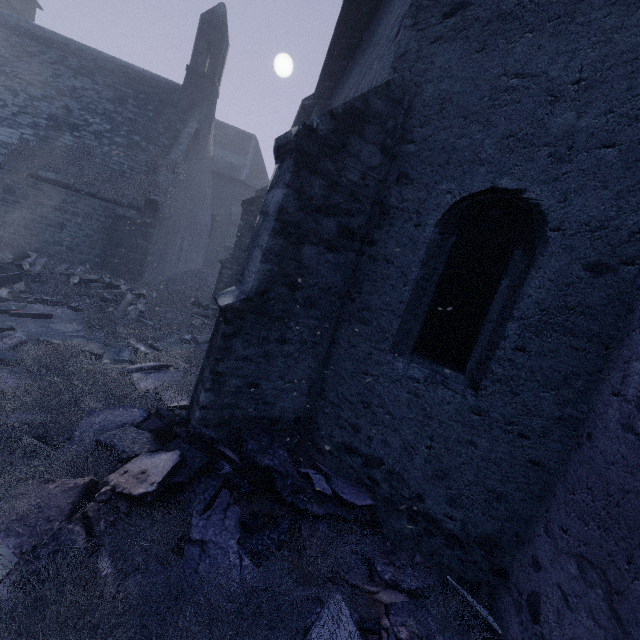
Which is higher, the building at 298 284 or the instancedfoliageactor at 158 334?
the building at 298 284

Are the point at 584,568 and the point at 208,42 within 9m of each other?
no

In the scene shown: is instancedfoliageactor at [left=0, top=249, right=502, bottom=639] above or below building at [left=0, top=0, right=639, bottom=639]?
below
